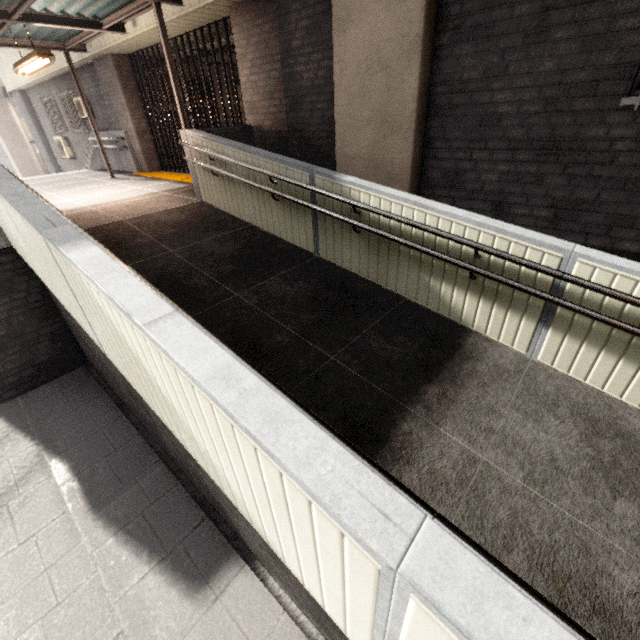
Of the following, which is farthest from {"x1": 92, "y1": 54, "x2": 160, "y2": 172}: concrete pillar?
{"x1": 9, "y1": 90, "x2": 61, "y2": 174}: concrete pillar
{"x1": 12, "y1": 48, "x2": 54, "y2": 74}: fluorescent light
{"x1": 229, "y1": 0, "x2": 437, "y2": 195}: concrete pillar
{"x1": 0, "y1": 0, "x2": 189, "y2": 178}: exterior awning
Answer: {"x1": 9, "y1": 90, "x2": 61, "y2": 174}: concrete pillar

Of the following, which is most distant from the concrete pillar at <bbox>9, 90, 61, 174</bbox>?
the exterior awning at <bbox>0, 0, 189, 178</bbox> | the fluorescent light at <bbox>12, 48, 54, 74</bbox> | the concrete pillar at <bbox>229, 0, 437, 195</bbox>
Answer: the concrete pillar at <bbox>229, 0, 437, 195</bbox>

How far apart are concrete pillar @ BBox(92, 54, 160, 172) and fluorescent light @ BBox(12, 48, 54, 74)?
2.8 meters

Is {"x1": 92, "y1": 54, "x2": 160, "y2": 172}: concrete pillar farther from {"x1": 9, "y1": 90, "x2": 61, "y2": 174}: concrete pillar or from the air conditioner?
{"x1": 9, "y1": 90, "x2": 61, "y2": 174}: concrete pillar

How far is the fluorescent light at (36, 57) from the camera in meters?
5.4 m

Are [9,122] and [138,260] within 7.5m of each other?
no

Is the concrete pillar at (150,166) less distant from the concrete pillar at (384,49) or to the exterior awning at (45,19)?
the exterior awning at (45,19)

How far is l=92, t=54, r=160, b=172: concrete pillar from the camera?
9.02m
